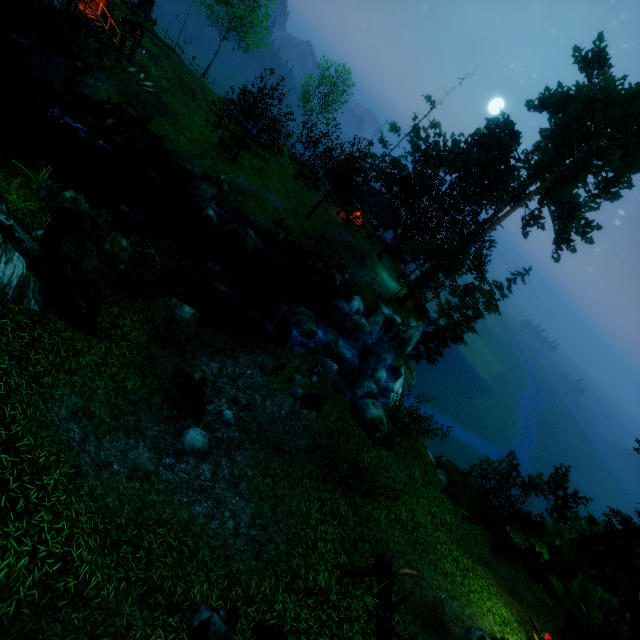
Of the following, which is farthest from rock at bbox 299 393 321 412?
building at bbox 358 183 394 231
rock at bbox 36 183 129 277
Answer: building at bbox 358 183 394 231

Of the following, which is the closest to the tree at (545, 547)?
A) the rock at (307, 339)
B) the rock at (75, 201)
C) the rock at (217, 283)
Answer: the rock at (307, 339)

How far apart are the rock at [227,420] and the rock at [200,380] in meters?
0.4

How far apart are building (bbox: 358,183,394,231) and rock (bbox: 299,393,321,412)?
23.01m

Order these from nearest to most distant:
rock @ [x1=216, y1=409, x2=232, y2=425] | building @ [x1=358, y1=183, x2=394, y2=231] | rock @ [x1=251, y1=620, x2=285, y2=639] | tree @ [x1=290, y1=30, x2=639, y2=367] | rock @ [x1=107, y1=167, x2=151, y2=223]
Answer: rock @ [x1=251, y1=620, x2=285, y2=639]
rock @ [x1=216, y1=409, x2=232, y2=425]
rock @ [x1=107, y1=167, x2=151, y2=223]
tree @ [x1=290, y1=30, x2=639, y2=367]
building @ [x1=358, y1=183, x2=394, y2=231]

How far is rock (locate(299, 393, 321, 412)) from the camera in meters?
13.1

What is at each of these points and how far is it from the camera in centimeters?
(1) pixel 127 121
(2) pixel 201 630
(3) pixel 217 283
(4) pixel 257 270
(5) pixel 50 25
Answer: (1) wooden platform, 2109cm
(2) rock, 578cm
(3) rock, 1733cm
(4) rock, 2264cm
(5) stone arch, 2005cm

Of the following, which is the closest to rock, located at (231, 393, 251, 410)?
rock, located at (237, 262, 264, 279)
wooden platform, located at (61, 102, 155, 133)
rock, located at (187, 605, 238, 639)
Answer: rock, located at (187, 605, 238, 639)
